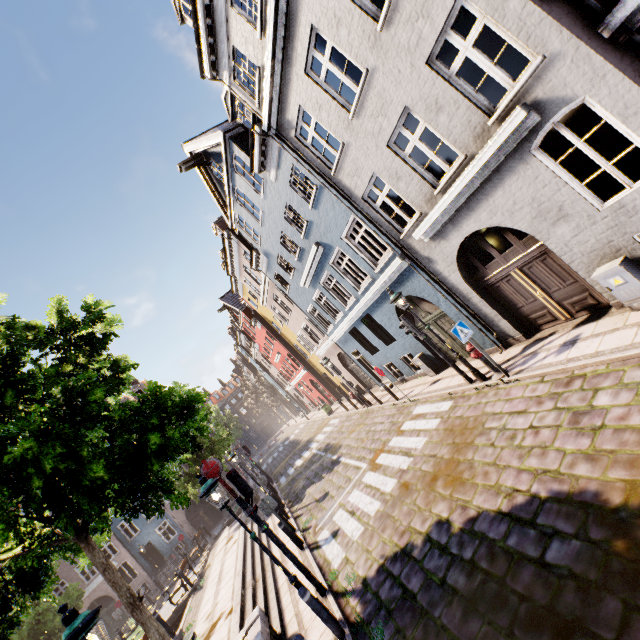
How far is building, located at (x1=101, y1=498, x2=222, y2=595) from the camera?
28.48m

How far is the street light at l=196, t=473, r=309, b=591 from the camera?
6.41m

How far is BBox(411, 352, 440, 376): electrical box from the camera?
13.2m

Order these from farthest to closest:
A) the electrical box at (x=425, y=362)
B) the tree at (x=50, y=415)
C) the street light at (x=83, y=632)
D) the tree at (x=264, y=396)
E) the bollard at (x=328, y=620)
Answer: the tree at (x=264, y=396) → the electrical box at (x=425, y=362) → the bollard at (x=328, y=620) → the tree at (x=50, y=415) → the street light at (x=83, y=632)

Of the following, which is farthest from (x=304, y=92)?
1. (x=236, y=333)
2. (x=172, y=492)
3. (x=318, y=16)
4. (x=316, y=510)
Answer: (x=236, y=333)

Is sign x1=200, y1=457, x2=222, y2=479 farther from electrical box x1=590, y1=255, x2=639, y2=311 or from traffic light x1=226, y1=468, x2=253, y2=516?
electrical box x1=590, y1=255, x2=639, y2=311

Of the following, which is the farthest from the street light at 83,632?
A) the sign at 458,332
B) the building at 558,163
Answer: the building at 558,163

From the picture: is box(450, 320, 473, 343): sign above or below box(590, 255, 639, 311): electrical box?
above
